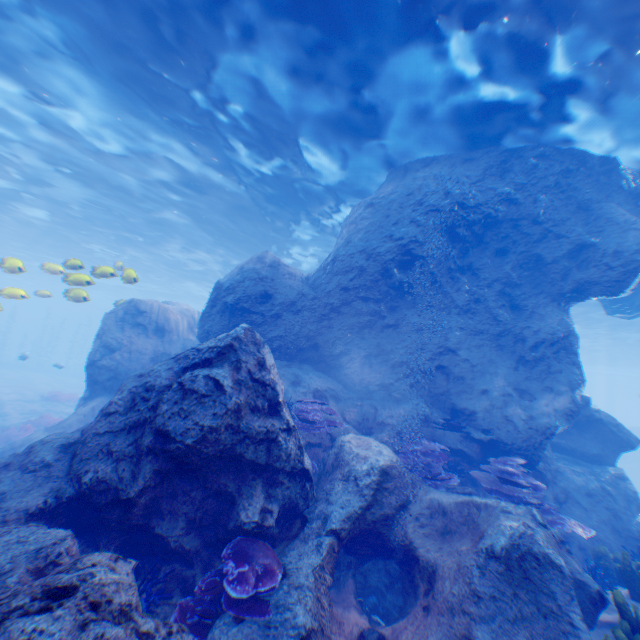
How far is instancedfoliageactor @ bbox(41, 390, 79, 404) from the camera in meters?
21.6 m

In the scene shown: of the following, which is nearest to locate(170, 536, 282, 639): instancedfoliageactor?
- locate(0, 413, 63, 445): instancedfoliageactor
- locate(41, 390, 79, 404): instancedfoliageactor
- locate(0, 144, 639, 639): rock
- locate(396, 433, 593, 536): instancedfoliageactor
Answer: locate(0, 144, 639, 639): rock

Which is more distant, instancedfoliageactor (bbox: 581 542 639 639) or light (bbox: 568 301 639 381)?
light (bbox: 568 301 639 381)

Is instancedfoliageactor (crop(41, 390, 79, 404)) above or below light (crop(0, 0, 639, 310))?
below

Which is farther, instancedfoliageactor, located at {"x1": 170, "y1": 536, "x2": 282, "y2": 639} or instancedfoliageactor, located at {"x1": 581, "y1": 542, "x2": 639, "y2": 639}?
instancedfoliageactor, located at {"x1": 581, "y1": 542, "x2": 639, "y2": 639}

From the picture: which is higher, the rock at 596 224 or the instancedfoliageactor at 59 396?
the rock at 596 224

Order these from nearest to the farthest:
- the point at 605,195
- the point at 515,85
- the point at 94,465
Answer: the point at 94,465 < the point at 515,85 < the point at 605,195

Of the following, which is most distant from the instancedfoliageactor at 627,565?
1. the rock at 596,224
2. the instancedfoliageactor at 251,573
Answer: the instancedfoliageactor at 251,573
